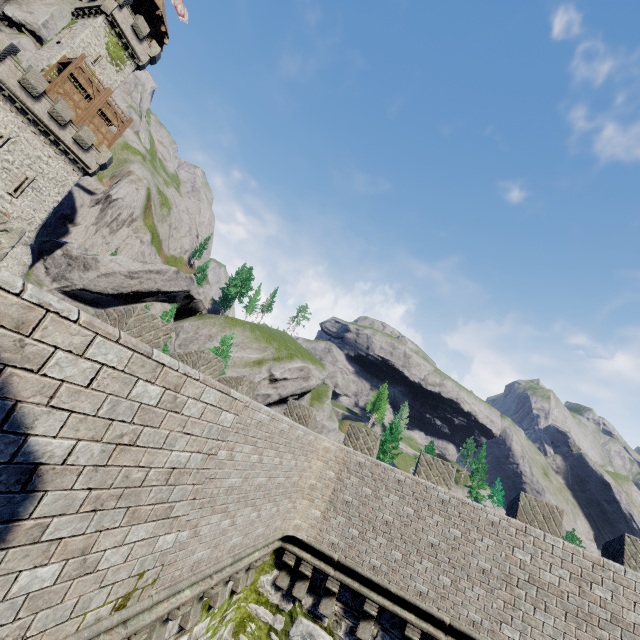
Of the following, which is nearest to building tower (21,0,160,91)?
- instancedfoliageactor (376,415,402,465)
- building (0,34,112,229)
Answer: building (0,34,112,229)

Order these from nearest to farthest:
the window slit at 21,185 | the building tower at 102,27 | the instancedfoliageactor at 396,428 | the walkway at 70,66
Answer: the window slit at 21,185
the walkway at 70,66
the building tower at 102,27
the instancedfoliageactor at 396,428

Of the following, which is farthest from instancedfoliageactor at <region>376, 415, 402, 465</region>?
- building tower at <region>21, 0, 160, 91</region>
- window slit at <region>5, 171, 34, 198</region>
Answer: building tower at <region>21, 0, 160, 91</region>

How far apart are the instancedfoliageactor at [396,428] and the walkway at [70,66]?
57.8 meters

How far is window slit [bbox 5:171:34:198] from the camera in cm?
2847

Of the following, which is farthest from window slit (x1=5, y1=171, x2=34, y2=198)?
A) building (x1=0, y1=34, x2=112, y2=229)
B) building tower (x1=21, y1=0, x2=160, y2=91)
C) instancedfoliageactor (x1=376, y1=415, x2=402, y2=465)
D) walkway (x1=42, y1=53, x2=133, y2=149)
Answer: instancedfoliageactor (x1=376, y1=415, x2=402, y2=465)

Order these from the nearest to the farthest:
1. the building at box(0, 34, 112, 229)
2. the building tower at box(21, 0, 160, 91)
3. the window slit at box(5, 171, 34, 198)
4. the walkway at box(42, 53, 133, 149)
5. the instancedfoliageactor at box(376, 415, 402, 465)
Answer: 1. the building at box(0, 34, 112, 229)
2. the window slit at box(5, 171, 34, 198)
3. the walkway at box(42, 53, 133, 149)
4. the building tower at box(21, 0, 160, 91)
5. the instancedfoliageactor at box(376, 415, 402, 465)

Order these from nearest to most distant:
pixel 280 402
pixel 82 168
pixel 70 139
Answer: pixel 70 139
pixel 82 168
pixel 280 402
